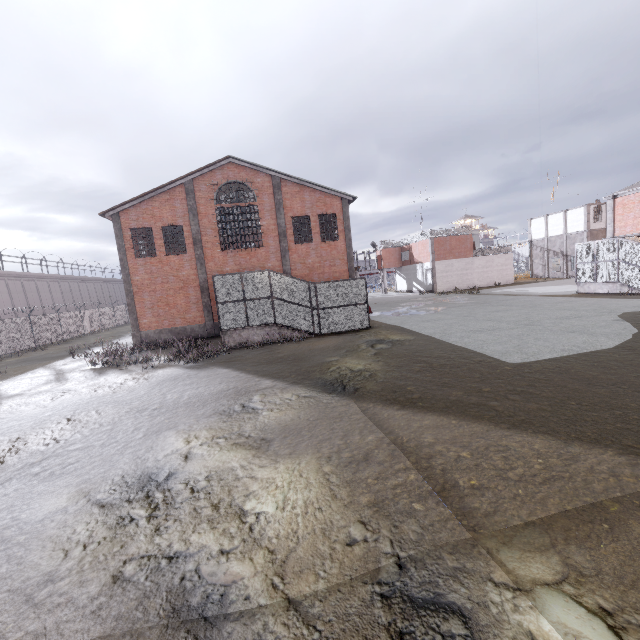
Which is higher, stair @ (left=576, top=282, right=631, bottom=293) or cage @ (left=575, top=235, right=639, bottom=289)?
cage @ (left=575, top=235, right=639, bottom=289)

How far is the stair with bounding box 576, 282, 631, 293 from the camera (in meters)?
21.90

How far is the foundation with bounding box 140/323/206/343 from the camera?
22.48m

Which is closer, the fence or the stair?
the stair

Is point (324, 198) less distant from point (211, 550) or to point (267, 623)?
point (211, 550)

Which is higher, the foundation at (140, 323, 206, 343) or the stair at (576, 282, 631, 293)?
the foundation at (140, 323, 206, 343)

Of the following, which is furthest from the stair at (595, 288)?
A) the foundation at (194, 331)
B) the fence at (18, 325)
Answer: the foundation at (194, 331)

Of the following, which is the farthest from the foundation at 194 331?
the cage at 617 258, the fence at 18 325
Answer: the cage at 617 258
